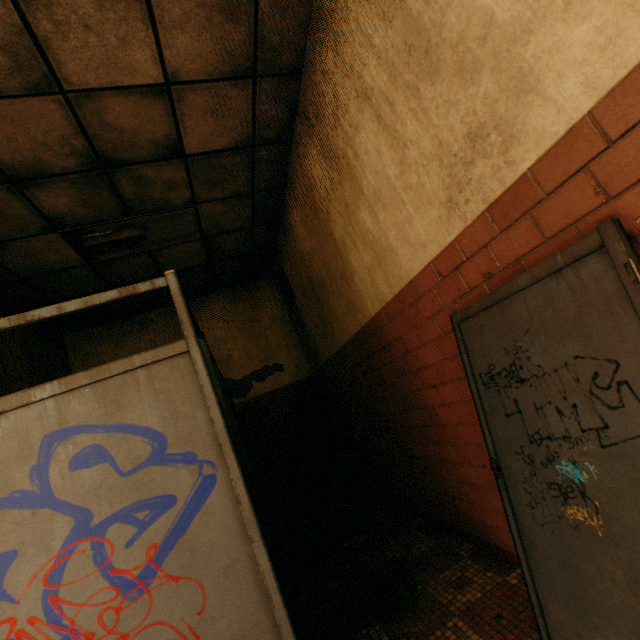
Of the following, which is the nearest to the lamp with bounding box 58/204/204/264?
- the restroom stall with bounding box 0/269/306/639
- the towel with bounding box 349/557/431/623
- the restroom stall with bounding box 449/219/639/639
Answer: the restroom stall with bounding box 0/269/306/639

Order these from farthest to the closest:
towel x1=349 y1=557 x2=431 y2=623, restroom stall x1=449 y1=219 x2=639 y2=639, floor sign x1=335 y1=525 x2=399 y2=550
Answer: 1. floor sign x1=335 y1=525 x2=399 y2=550
2. towel x1=349 y1=557 x2=431 y2=623
3. restroom stall x1=449 y1=219 x2=639 y2=639

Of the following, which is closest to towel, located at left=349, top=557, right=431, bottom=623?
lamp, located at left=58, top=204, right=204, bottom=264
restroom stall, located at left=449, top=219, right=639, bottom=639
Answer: restroom stall, located at left=449, top=219, right=639, bottom=639

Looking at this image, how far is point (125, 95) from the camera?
2.3m

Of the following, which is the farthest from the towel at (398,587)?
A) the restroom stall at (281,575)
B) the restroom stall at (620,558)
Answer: the restroom stall at (620,558)

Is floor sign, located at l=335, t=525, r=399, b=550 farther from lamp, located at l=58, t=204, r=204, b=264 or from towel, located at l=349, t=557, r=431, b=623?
lamp, located at l=58, t=204, r=204, b=264

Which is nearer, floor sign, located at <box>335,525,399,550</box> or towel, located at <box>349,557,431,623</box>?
towel, located at <box>349,557,431,623</box>

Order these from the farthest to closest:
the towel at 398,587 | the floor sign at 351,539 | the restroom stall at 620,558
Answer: the floor sign at 351,539 < the towel at 398,587 < the restroom stall at 620,558
